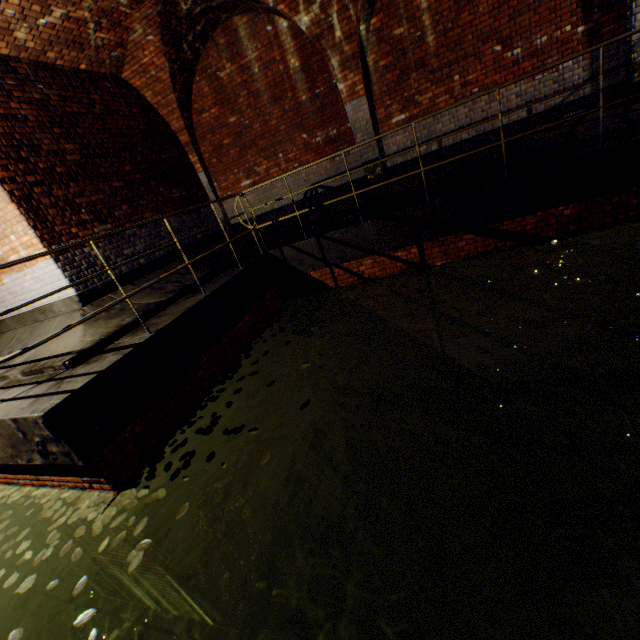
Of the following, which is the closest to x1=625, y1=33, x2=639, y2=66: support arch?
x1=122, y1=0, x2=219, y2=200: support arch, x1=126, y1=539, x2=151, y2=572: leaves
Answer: x1=122, y1=0, x2=219, y2=200: support arch

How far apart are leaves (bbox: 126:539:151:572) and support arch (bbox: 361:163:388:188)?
7.6 meters

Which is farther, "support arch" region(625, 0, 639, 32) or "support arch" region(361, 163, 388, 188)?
"support arch" region(361, 163, 388, 188)

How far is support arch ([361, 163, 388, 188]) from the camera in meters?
7.6

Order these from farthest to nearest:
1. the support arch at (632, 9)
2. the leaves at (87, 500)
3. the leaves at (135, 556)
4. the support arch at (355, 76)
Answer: the support arch at (355, 76), the support arch at (632, 9), the leaves at (87, 500), the leaves at (135, 556)

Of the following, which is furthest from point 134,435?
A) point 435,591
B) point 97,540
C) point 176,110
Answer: point 176,110

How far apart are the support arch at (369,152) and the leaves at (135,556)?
7.6m
